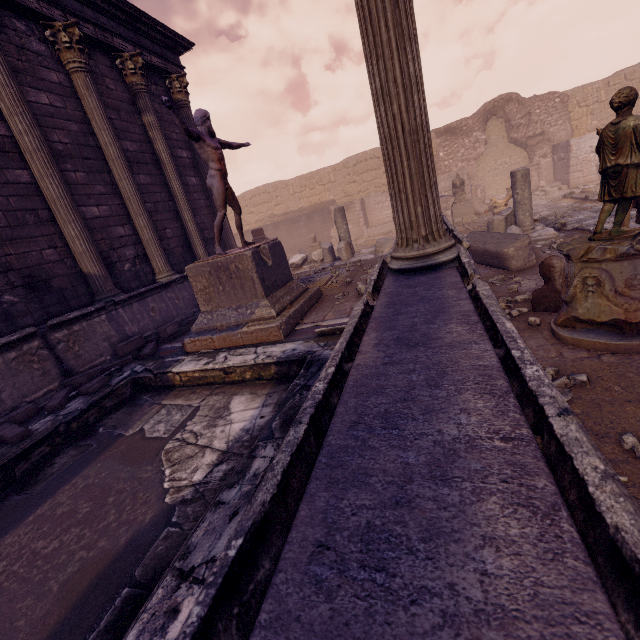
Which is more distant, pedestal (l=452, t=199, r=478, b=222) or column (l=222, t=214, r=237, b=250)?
pedestal (l=452, t=199, r=478, b=222)

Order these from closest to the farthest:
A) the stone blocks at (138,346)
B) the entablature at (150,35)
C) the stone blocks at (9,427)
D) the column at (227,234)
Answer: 1. the stone blocks at (9,427)
2. the stone blocks at (138,346)
3. the entablature at (150,35)
4. the column at (227,234)

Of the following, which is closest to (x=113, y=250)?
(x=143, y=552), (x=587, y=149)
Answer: (x=143, y=552)

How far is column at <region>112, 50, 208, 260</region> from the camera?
8.19m

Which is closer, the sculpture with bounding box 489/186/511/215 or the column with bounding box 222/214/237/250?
the column with bounding box 222/214/237/250

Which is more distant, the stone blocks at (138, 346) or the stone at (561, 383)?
the stone blocks at (138, 346)

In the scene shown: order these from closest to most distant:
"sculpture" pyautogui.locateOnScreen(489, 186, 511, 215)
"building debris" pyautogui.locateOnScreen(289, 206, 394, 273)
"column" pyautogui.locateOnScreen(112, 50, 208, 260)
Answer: "column" pyautogui.locateOnScreen(112, 50, 208, 260)
"building debris" pyautogui.locateOnScreen(289, 206, 394, 273)
"sculpture" pyautogui.locateOnScreen(489, 186, 511, 215)

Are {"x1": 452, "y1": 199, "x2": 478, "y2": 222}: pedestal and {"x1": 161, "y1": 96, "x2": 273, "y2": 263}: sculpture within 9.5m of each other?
no
